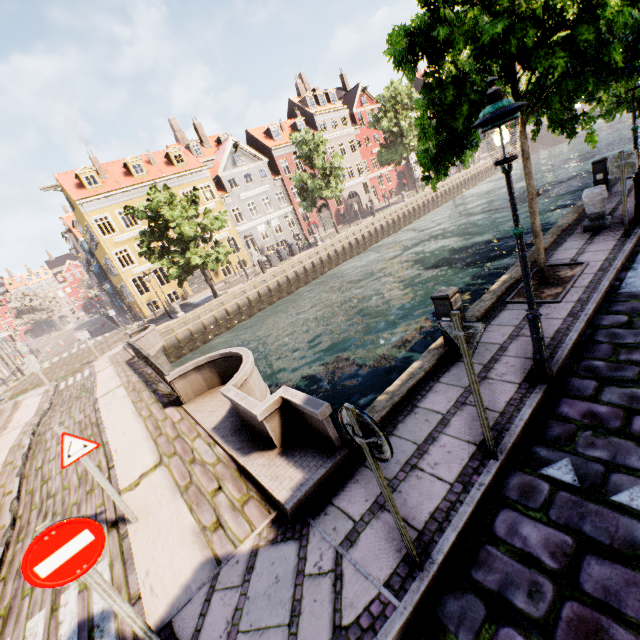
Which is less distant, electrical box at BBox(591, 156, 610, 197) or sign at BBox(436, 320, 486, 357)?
sign at BBox(436, 320, 486, 357)

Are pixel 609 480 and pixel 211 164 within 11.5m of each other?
no

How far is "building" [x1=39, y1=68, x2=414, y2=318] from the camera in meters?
28.3

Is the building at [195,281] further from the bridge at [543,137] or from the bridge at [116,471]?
the bridge at [116,471]

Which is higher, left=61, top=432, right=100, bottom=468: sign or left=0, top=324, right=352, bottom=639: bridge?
left=61, top=432, right=100, bottom=468: sign

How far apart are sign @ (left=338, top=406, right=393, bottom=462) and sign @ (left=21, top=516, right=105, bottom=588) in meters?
2.3

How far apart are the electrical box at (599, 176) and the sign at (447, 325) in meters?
11.9

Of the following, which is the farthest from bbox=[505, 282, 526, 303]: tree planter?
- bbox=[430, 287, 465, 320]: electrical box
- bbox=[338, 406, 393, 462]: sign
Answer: bbox=[338, 406, 393, 462]: sign
